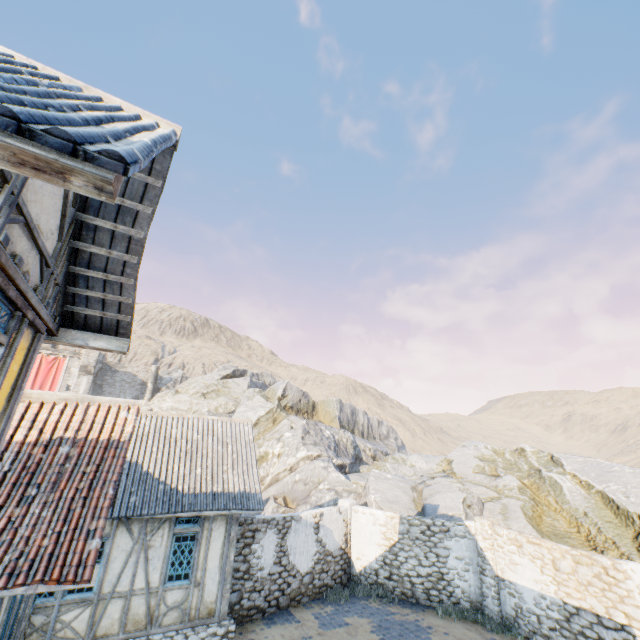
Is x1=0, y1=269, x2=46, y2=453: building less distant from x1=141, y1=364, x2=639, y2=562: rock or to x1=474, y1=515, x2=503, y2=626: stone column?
x1=141, y1=364, x2=639, y2=562: rock

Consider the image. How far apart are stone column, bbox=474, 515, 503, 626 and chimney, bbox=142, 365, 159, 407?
40.2 meters

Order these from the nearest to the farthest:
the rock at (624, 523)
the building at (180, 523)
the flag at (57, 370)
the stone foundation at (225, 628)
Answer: the building at (180, 523) → the stone foundation at (225, 628) → the rock at (624, 523) → the flag at (57, 370)

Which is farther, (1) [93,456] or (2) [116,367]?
(2) [116,367]

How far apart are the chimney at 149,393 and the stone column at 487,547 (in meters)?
40.23

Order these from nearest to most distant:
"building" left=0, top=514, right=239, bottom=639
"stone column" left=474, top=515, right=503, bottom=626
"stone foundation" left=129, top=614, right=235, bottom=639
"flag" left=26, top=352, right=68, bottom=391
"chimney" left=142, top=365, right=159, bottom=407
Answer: "building" left=0, top=514, right=239, bottom=639
"stone foundation" left=129, top=614, right=235, bottom=639
"stone column" left=474, top=515, right=503, bottom=626
"flag" left=26, top=352, right=68, bottom=391
"chimney" left=142, top=365, right=159, bottom=407

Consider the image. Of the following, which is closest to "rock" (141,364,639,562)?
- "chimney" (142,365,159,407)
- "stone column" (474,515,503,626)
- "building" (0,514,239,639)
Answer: "chimney" (142,365,159,407)

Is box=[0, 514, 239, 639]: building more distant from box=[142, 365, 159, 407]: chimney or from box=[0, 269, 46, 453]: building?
box=[142, 365, 159, 407]: chimney
